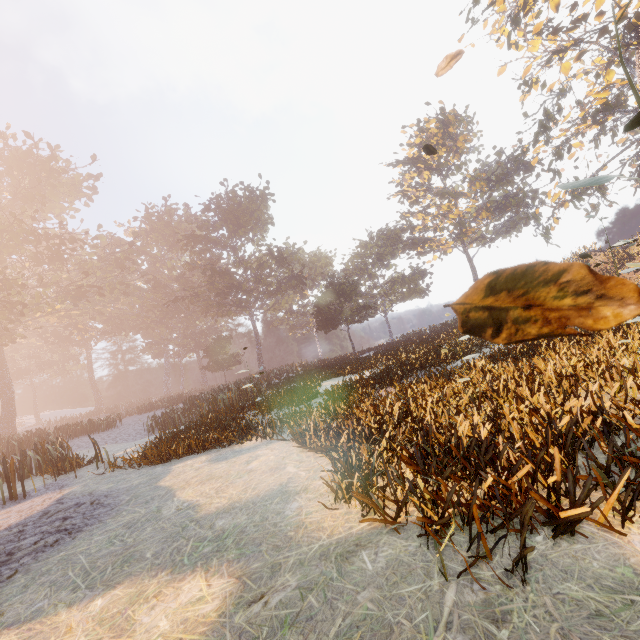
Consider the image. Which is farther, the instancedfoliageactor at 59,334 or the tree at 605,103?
the tree at 605,103

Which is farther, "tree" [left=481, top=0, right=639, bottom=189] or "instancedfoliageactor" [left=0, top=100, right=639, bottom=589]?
"tree" [left=481, top=0, right=639, bottom=189]

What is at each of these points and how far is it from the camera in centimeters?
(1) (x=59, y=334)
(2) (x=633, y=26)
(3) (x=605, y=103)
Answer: (1) instancedfoliageactor, 5003cm
(2) tree, 2173cm
(3) tree, 2231cm
